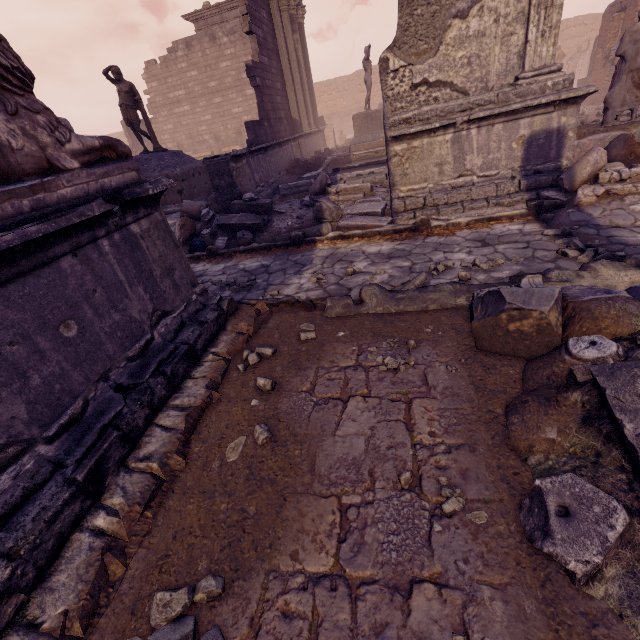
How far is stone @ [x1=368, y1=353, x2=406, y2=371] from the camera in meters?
2.6

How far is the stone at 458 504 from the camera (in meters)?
1.67

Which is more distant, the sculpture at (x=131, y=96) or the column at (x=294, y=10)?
the column at (x=294, y=10)

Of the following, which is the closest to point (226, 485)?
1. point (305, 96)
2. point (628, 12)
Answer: point (305, 96)

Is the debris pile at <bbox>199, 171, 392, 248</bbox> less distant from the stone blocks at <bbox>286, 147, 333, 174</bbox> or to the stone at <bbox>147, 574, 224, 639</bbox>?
the stone blocks at <bbox>286, 147, 333, 174</bbox>

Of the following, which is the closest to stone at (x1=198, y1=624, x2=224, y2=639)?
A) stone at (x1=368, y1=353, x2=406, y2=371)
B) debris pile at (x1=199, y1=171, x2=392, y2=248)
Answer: stone at (x1=368, y1=353, x2=406, y2=371)

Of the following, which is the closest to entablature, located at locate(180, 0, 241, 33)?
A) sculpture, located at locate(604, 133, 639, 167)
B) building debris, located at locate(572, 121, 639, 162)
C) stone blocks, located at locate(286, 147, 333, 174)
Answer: stone blocks, located at locate(286, 147, 333, 174)

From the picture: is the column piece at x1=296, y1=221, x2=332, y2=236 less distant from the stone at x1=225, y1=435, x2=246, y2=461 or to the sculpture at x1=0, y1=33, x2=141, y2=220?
the sculpture at x1=0, y1=33, x2=141, y2=220
